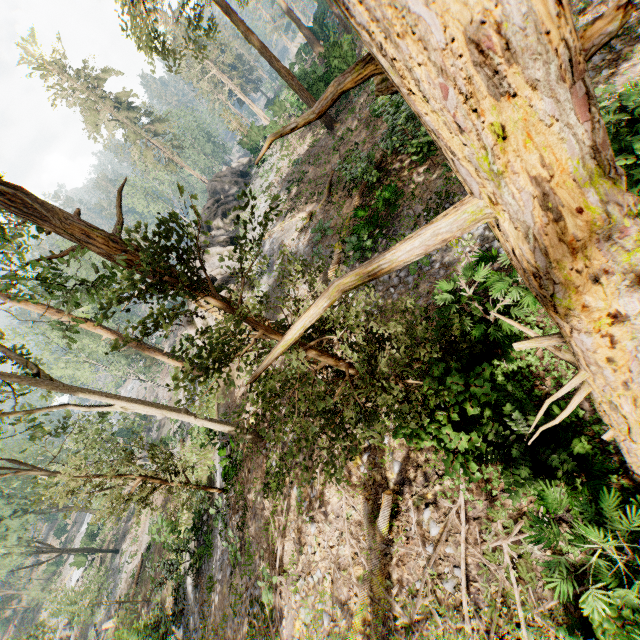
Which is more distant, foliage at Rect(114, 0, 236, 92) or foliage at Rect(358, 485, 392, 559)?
A: foliage at Rect(114, 0, 236, 92)

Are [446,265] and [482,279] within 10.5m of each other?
yes

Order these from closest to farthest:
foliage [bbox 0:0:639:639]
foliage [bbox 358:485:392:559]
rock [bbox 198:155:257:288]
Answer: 1. foliage [bbox 0:0:639:639]
2. foliage [bbox 358:485:392:559]
3. rock [bbox 198:155:257:288]

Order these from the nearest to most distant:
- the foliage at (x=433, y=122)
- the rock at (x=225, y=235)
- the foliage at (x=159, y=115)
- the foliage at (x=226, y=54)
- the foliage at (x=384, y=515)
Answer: the foliage at (x=433, y=122), the foliage at (x=384, y=515), the foliage at (x=226, y=54), the rock at (x=225, y=235), the foliage at (x=159, y=115)

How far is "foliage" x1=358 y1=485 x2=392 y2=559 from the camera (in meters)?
7.27

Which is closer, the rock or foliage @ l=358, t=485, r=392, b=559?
foliage @ l=358, t=485, r=392, b=559

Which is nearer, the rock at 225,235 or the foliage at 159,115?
the rock at 225,235

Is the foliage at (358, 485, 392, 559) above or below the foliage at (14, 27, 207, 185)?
below
